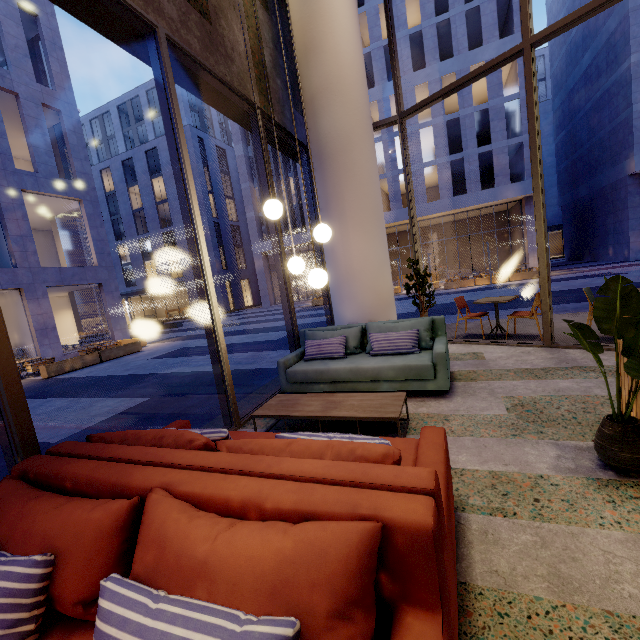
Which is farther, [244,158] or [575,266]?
[244,158]

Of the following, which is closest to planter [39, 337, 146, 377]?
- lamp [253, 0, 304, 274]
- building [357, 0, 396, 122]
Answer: lamp [253, 0, 304, 274]

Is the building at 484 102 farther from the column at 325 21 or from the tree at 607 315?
the tree at 607 315

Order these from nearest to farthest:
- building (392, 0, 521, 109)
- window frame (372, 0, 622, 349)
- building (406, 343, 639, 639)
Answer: building (406, 343, 639, 639)
window frame (372, 0, 622, 349)
building (392, 0, 521, 109)

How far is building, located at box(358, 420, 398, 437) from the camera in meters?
3.3 m

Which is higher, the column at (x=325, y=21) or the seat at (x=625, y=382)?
the column at (x=325, y=21)

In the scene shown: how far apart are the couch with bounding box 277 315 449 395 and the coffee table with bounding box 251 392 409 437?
0.5m

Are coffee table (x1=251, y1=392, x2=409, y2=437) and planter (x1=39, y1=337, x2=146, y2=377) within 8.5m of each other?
no
